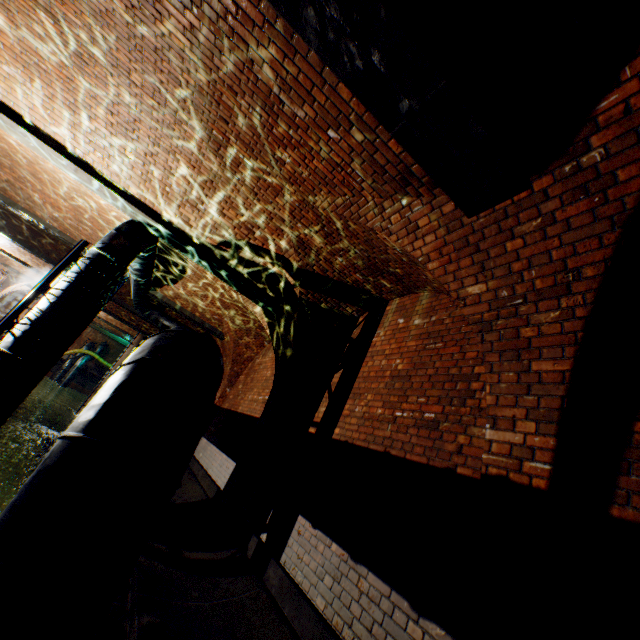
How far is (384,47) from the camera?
2.2 meters

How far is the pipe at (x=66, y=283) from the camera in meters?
5.2

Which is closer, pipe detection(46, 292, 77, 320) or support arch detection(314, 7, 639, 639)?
support arch detection(314, 7, 639, 639)

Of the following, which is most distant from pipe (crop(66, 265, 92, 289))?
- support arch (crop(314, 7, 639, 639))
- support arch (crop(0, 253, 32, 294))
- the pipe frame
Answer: support arch (crop(0, 253, 32, 294))

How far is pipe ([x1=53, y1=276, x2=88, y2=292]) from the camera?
5.17m

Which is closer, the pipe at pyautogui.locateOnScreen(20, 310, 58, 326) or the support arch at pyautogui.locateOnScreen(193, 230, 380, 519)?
the pipe at pyautogui.locateOnScreen(20, 310, 58, 326)

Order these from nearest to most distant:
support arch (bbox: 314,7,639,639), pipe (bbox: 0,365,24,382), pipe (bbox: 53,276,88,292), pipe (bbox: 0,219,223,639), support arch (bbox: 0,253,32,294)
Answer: pipe (bbox: 0,219,223,639) → support arch (bbox: 314,7,639,639) → pipe (bbox: 0,365,24,382) → pipe (bbox: 53,276,88,292) → support arch (bbox: 0,253,32,294)

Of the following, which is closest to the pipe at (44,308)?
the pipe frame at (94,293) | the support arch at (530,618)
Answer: the pipe frame at (94,293)
